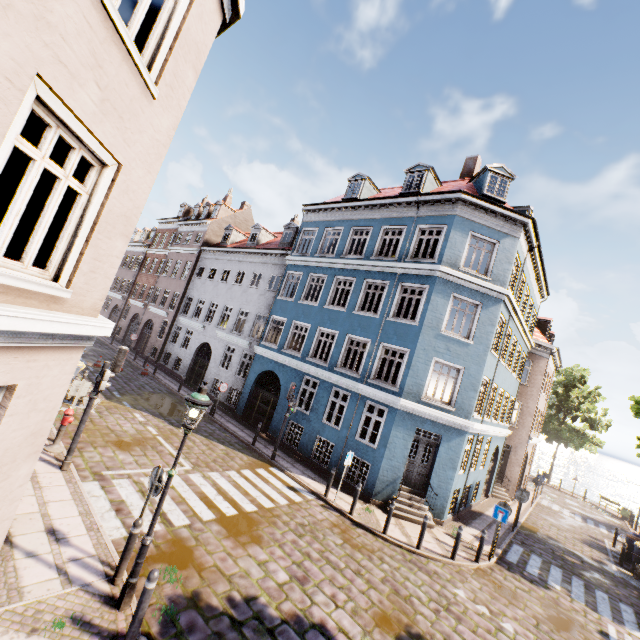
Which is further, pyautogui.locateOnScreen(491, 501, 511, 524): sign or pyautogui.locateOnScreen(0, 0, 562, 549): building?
pyautogui.locateOnScreen(491, 501, 511, 524): sign

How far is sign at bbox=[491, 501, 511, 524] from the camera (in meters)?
11.52

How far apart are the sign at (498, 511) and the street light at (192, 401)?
11.61m

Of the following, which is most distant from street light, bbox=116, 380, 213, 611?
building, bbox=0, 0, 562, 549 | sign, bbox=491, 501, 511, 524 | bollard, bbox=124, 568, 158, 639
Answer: sign, bbox=491, 501, 511, 524

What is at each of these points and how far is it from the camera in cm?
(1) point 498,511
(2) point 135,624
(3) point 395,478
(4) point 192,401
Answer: (1) sign, 1170
(2) bollard, 470
(3) building, 1324
(4) street light, 548

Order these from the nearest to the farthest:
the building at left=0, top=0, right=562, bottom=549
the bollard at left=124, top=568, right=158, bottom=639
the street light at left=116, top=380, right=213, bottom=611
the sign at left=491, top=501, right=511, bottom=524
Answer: the building at left=0, top=0, right=562, bottom=549 < the bollard at left=124, top=568, right=158, bottom=639 < the street light at left=116, top=380, right=213, bottom=611 < the sign at left=491, top=501, right=511, bottom=524

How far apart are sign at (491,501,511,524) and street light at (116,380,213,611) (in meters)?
11.61

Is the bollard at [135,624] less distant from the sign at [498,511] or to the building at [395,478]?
the building at [395,478]
